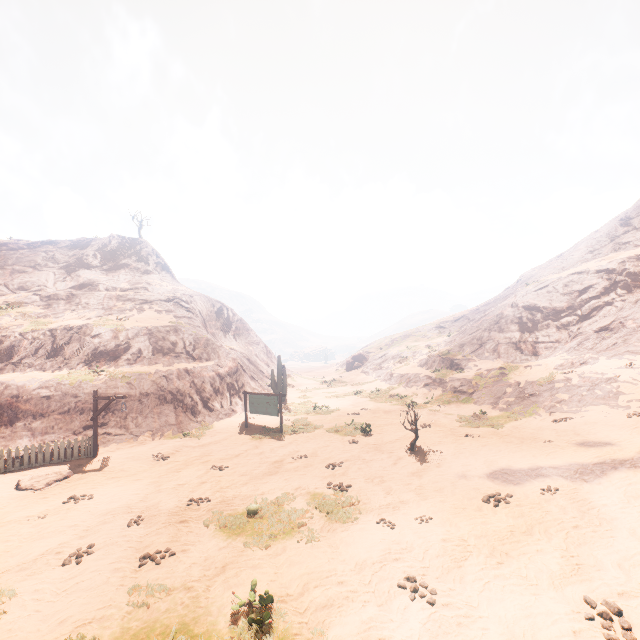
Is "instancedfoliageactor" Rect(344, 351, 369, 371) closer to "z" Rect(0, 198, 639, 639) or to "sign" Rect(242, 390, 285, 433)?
"z" Rect(0, 198, 639, 639)

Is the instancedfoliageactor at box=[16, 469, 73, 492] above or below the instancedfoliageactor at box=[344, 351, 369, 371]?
below

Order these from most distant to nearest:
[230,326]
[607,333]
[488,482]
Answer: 1. [230,326]
2. [607,333]
3. [488,482]

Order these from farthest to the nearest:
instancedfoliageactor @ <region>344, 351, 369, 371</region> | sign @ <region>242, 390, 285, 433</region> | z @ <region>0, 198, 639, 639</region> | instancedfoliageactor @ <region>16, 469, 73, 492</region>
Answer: instancedfoliageactor @ <region>344, 351, 369, 371</region> < sign @ <region>242, 390, 285, 433</region> < instancedfoliageactor @ <region>16, 469, 73, 492</region> < z @ <region>0, 198, 639, 639</region>

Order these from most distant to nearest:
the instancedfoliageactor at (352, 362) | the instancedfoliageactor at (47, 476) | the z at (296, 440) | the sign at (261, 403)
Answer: the instancedfoliageactor at (352, 362) < the sign at (261, 403) < the instancedfoliageactor at (47, 476) < the z at (296, 440)

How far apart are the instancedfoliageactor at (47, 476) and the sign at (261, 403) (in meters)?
8.53

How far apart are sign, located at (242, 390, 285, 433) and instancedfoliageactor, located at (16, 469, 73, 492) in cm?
853

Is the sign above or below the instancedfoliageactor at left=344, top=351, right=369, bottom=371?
below
